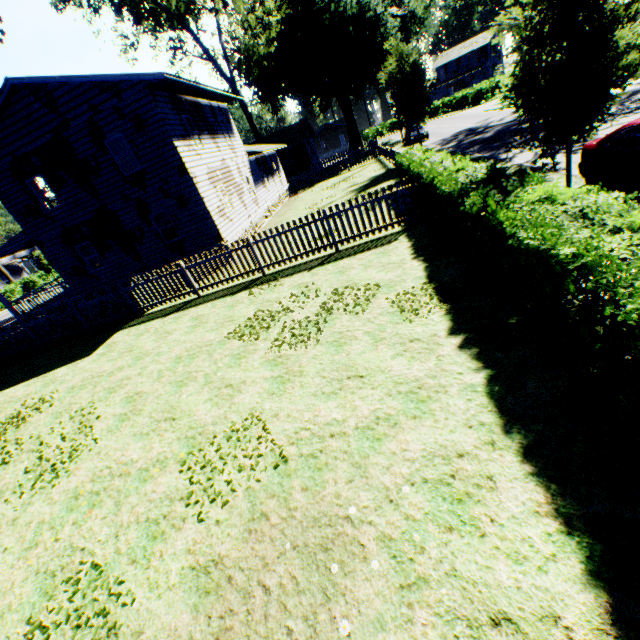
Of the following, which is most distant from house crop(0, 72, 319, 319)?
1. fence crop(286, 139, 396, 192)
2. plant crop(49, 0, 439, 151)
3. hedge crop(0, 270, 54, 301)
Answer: hedge crop(0, 270, 54, 301)

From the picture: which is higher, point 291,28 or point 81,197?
point 291,28

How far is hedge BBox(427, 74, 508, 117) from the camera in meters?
46.0 m

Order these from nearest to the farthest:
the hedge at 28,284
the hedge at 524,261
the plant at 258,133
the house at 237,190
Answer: the hedge at 524,261 < the house at 237,190 < the plant at 258,133 < the hedge at 28,284

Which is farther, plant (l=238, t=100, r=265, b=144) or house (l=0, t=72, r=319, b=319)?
plant (l=238, t=100, r=265, b=144)

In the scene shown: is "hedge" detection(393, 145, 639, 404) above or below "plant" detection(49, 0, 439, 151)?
below

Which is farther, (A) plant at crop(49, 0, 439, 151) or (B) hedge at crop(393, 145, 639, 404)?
(A) plant at crop(49, 0, 439, 151)

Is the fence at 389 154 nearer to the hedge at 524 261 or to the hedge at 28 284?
the hedge at 28 284
